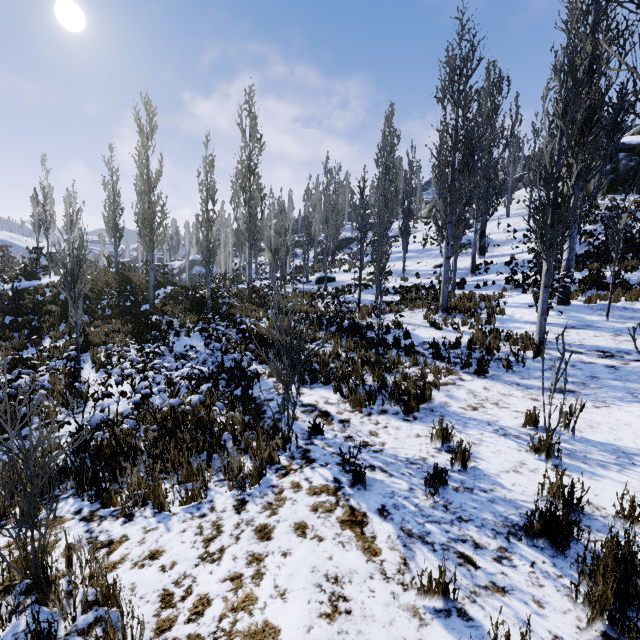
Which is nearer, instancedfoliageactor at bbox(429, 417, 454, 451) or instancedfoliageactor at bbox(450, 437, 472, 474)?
instancedfoliageactor at bbox(450, 437, 472, 474)

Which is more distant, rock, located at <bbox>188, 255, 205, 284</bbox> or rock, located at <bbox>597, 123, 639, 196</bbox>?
rock, located at <bbox>188, 255, 205, 284</bbox>

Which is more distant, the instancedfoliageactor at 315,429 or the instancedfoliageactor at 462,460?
the instancedfoliageactor at 315,429

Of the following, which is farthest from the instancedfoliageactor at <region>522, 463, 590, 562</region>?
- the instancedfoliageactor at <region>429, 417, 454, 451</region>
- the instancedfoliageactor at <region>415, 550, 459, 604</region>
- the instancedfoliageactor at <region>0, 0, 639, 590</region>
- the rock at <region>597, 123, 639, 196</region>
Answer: the rock at <region>597, 123, 639, 196</region>

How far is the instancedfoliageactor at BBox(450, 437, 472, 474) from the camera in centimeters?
387cm

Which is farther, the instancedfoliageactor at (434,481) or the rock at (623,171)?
the rock at (623,171)

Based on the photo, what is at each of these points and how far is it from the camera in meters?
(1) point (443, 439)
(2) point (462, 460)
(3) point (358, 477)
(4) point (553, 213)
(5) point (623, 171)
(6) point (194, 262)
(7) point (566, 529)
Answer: (1) instancedfoliageactor, 4.5
(2) instancedfoliageactor, 3.9
(3) instancedfoliageactor, 3.7
(4) instancedfoliageactor, 7.8
(5) rock, 23.9
(6) rock, 50.7
(7) instancedfoliageactor, 2.6

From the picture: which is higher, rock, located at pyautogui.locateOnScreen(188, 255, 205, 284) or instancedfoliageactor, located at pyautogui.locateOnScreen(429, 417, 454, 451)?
rock, located at pyautogui.locateOnScreen(188, 255, 205, 284)
